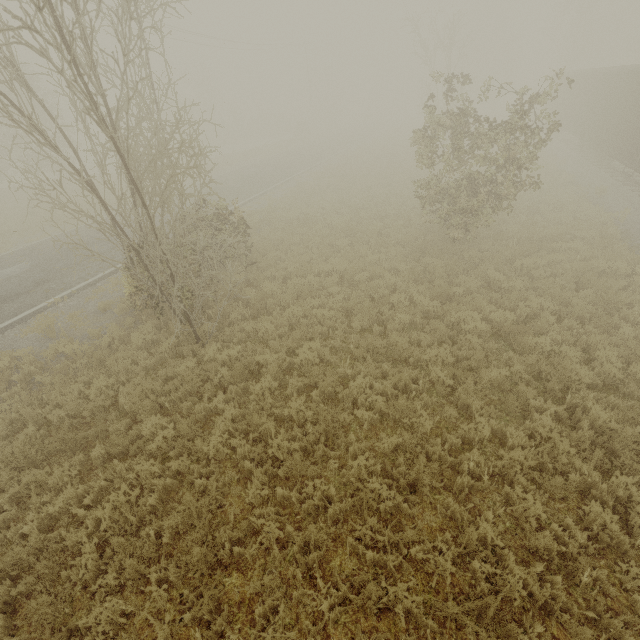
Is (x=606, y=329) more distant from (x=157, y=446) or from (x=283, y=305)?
(x=157, y=446)
